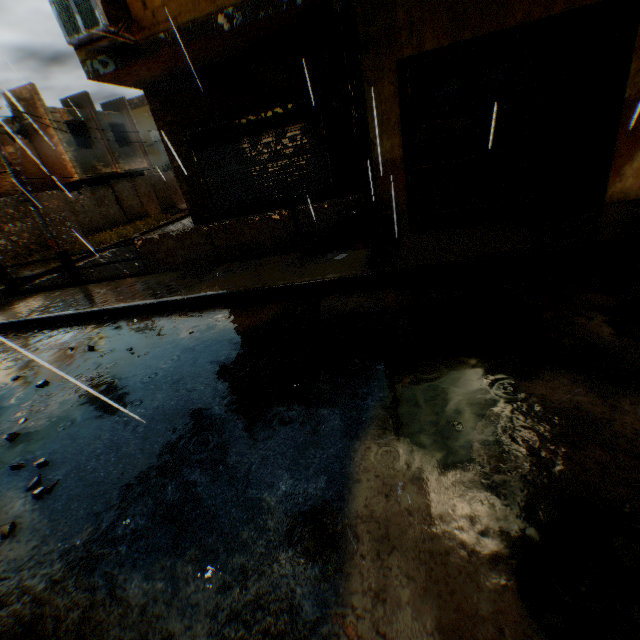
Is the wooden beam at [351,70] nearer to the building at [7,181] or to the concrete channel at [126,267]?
the building at [7,181]

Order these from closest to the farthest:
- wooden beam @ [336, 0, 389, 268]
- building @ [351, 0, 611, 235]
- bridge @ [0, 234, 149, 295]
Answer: wooden beam @ [336, 0, 389, 268]
building @ [351, 0, 611, 235]
bridge @ [0, 234, 149, 295]

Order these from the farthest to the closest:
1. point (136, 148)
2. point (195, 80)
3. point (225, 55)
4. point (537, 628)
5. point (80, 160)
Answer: point (136, 148) → point (80, 160) → point (195, 80) → point (225, 55) → point (537, 628)

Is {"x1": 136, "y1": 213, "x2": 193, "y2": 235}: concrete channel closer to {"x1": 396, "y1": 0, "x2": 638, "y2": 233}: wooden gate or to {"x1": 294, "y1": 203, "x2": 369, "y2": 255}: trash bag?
{"x1": 294, "y1": 203, "x2": 369, "y2": 255}: trash bag

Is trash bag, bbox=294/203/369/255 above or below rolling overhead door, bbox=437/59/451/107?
below

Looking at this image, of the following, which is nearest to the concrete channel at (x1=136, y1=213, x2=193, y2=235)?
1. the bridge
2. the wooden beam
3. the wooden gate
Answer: the bridge

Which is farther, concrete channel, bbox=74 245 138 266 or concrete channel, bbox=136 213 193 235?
concrete channel, bbox=136 213 193 235

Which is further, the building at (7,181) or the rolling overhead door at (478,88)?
the building at (7,181)
